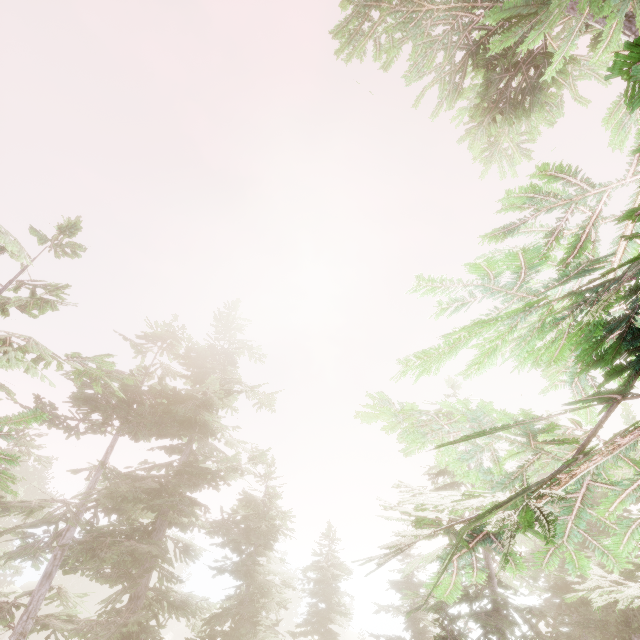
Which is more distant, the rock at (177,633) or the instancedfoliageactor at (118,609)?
the rock at (177,633)

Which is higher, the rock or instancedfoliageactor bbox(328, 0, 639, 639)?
instancedfoliageactor bbox(328, 0, 639, 639)

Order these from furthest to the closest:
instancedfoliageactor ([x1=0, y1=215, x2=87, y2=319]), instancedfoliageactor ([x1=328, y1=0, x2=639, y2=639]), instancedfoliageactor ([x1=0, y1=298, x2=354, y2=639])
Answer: instancedfoliageactor ([x1=0, y1=298, x2=354, y2=639]) → instancedfoliageactor ([x1=0, y1=215, x2=87, y2=319]) → instancedfoliageactor ([x1=328, y1=0, x2=639, y2=639])

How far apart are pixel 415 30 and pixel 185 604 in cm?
1959

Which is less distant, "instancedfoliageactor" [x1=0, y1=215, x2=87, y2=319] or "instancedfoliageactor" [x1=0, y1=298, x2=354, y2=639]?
"instancedfoliageactor" [x1=0, y1=215, x2=87, y2=319]

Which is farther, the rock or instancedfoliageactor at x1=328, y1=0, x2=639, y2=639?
the rock
